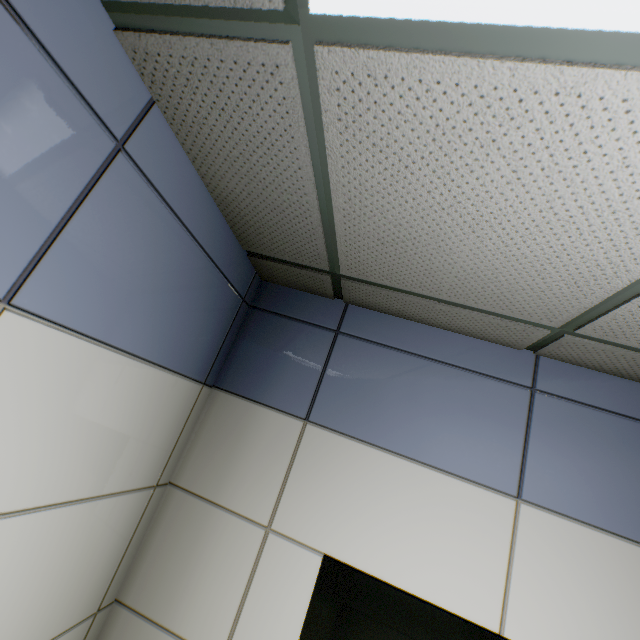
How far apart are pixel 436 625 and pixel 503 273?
1.4 meters
